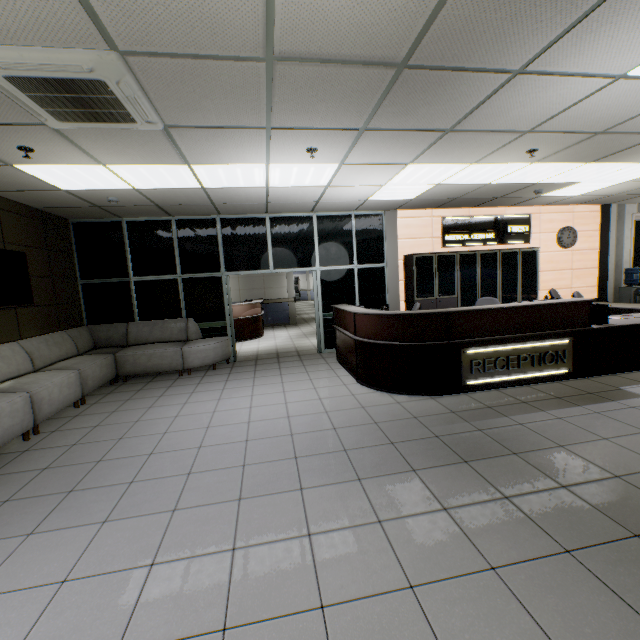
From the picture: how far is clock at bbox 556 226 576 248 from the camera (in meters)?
8.41

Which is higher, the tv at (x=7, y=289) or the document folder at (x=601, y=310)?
the tv at (x=7, y=289)

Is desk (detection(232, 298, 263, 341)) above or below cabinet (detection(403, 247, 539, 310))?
below

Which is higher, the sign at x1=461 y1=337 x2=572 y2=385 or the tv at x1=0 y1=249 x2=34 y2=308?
the tv at x1=0 y1=249 x2=34 y2=308

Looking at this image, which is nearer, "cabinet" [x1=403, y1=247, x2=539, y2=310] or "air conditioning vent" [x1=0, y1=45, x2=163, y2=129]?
→ "air conditioning vent" [x1=0, y1=45, x2=163, y2=129]

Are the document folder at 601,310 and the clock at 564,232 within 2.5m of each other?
no

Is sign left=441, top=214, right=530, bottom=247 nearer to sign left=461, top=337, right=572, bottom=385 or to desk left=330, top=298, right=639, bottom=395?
desk left=330, top=298, right=639, bottom=395

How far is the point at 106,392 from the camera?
5.7m
